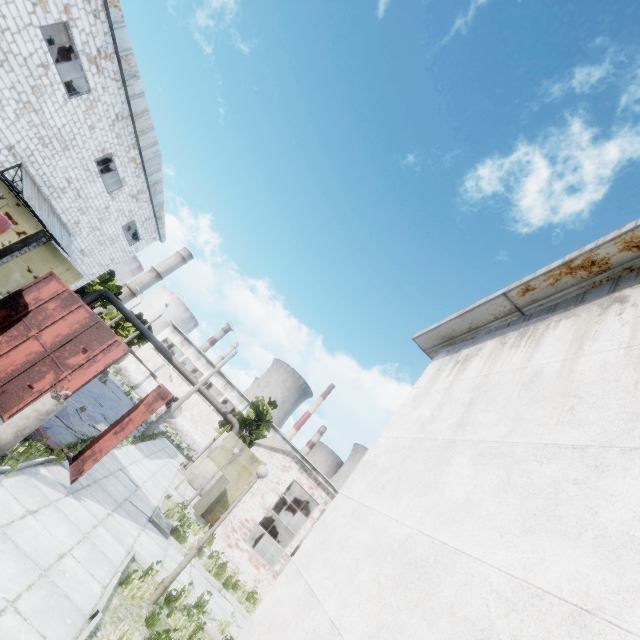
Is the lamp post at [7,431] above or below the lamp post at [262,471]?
below

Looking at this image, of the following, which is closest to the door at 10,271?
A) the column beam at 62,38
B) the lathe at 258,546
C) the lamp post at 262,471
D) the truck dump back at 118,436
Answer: the column beam at 62,38

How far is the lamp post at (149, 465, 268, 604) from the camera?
6.9m

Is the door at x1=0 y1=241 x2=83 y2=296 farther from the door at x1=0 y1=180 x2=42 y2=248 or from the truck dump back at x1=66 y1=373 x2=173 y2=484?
the truck dump back at x1=66 y1=373 x2=173 y2=484

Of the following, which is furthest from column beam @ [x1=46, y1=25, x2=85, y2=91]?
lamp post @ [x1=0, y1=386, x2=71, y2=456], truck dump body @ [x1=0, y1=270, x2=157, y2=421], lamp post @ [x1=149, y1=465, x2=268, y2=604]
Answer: lamp post @ [x1=149, y1=465, x2=268, y2=604]

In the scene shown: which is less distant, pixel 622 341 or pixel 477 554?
pixel 477 554

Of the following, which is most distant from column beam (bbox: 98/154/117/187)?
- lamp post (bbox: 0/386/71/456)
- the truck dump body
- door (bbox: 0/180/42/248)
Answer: lamp post (bbox: 0/386/71/456)

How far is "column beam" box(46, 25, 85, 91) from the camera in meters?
16.0 m
